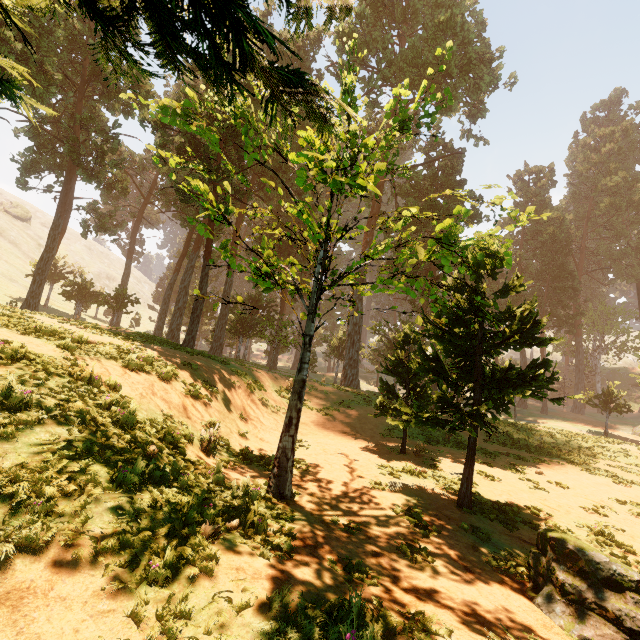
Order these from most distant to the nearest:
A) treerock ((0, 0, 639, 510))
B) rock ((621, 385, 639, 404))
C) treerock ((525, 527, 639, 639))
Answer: rock ((621, 385, 639, 404))
treerock ((525, 527, 639, 639))
treerock ((0, 0, 639, 510))

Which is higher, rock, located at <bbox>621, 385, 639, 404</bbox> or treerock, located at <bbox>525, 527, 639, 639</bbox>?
rock, located at <bbox>621, 385, 639, 404</bbox>

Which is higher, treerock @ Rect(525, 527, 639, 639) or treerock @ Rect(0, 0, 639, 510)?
treerock @ Rect(0, 0, 639, 510)

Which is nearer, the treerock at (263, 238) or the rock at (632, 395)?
the treerock at (263, 238)

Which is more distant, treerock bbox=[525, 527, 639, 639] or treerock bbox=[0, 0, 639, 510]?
treerock bbox=[525, 527, 639, 639]

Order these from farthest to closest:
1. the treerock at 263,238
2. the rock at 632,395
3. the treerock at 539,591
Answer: the rock at 632,395
the treerock at 539,591
the treerock at 263,238

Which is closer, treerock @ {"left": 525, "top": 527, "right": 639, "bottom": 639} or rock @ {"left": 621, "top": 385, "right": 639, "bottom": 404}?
treerock @ {"left": 525, "top": 527, "right": 639, "bottom": 639}

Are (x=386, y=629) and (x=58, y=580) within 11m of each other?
yes
